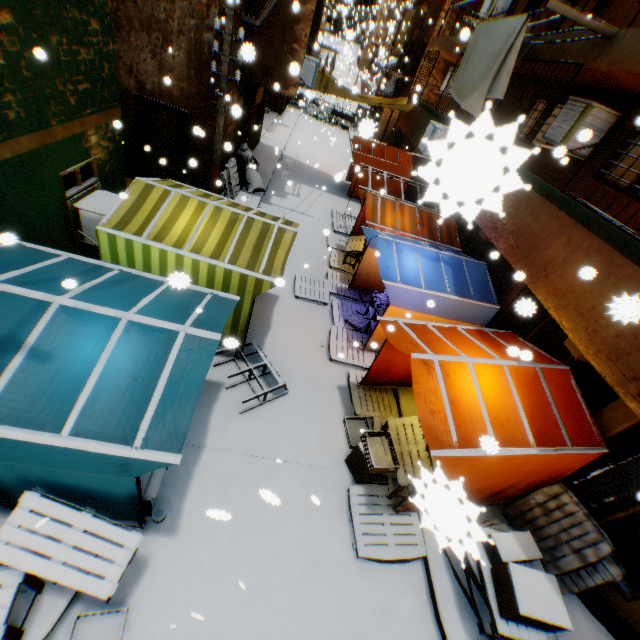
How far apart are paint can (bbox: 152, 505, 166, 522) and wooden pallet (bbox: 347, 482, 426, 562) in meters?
2.8

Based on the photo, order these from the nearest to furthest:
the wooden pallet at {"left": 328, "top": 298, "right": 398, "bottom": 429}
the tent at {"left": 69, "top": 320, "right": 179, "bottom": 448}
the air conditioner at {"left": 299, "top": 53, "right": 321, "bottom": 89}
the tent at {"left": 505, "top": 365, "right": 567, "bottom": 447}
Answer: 1. the tent at {"left": 69, "top": 320, "right": 179, "bottom": 448}
2. the tent at {"left": 505, "top": 365, "right": 567, "bottom": 447}
3. the wooden pallet at {"left": 328, "top": 298, "right": 398, "bottom": 429}
4. the air conditioner at {"left": 299, "top": 53, "right": 321, "bottom": 89}

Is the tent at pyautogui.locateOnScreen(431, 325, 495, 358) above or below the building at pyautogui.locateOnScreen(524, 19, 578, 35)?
below

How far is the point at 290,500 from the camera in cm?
526

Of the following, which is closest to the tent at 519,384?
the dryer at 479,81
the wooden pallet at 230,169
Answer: the dryer at 479,81

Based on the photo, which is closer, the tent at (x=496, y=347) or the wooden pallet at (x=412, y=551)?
the tent at (x=496, y=347)

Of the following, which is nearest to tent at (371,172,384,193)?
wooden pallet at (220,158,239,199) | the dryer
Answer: the dryer

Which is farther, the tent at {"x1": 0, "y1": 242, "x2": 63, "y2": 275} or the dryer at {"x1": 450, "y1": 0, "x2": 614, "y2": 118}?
the dryer at {"x1": 450, "y1": 0, "x2": 614, "y2": 118}
